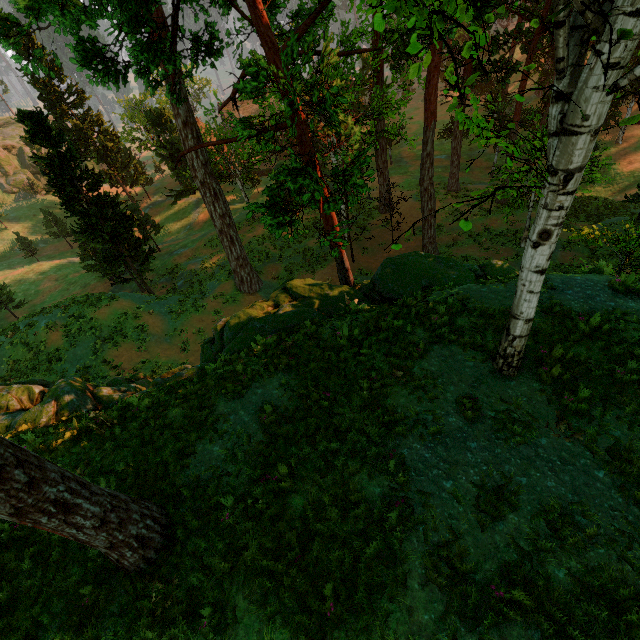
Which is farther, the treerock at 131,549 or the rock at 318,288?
the rock at 318,288

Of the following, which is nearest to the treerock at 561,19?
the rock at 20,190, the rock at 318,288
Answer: the rock at 318,288

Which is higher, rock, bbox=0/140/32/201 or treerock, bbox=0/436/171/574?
treerock, bbox=0/436/171/574

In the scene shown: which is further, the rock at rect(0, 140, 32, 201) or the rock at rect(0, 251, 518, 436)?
the rock at rect(0, 140, 32, 201)

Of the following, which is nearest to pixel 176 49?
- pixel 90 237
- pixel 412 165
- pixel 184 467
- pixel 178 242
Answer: pixel 184 467

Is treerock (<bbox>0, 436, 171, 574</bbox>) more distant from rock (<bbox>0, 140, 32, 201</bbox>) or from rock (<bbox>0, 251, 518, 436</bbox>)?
rock (<bbox>0, 140, 32, 201</bbox>)

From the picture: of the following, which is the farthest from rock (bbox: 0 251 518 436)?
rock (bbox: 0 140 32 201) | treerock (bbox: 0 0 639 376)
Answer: rock (bbox: 0 140 32 201)
